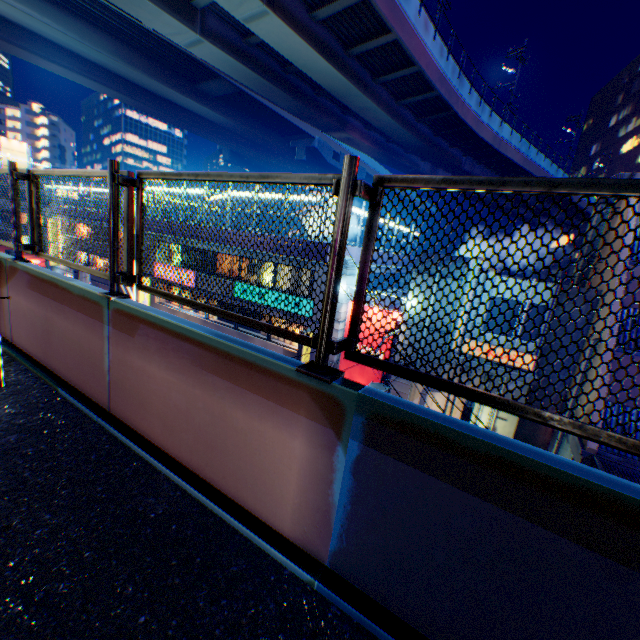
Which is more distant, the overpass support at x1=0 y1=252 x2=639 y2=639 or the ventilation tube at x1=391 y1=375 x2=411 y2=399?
the ventilation tube at x1=391 y1=375 x2=411 y2=399

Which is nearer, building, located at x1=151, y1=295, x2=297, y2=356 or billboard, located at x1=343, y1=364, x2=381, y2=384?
billboard, located at x1=343, y1=364, x2=381, y2=384

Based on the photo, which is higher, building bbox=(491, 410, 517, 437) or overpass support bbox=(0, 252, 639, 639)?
A: overpass support bbox=(0, 252, 639, 639)

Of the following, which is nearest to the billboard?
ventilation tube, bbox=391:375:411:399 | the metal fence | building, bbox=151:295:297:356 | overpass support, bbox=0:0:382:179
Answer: ventilation tube, bbox=391:375:411:399

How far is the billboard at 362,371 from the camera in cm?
1722

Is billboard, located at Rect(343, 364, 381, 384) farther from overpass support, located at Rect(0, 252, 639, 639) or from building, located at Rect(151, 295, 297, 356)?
overpass support, located at Rect(0, 252, 639, 639)

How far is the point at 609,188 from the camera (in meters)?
1.38

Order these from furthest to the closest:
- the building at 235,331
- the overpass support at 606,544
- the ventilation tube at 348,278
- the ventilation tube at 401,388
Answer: the building at 235,331, the ventilation tube at 348,278, the ventilation tube at 401,388, the overpass support at 606,544
